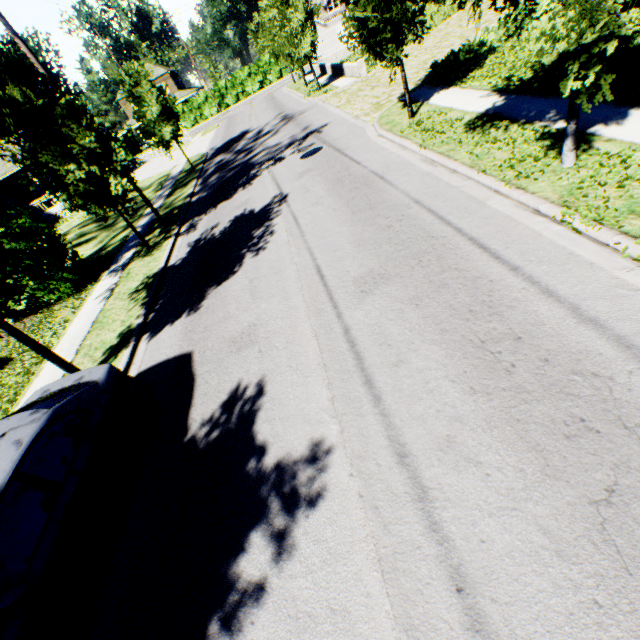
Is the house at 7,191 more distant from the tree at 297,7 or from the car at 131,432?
the car at 131,432

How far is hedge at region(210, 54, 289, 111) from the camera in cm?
4734

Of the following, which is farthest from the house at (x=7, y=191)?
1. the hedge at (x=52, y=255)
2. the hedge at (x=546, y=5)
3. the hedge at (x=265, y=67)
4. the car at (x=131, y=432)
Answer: the hedge at (x=546, y=5)

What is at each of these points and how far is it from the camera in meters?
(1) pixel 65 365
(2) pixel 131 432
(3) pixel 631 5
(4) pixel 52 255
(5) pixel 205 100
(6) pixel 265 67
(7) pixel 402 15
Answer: (1) tree, 7.1
(2) car, 5.1
(3) tree, 3.9
(4) hedge, 11.8
(5) hedge, 48.5
(6) hedge, 47.2
(7) tree, 9.2

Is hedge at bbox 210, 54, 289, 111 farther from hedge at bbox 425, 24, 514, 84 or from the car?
the car

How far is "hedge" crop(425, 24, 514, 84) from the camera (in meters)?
12.62

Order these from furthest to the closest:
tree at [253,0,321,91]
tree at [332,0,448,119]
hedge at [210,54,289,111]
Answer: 1. hedge at [210,54,289,111]
2. tree at [253,0,321,91]
3. tree at [332,0,448,119]

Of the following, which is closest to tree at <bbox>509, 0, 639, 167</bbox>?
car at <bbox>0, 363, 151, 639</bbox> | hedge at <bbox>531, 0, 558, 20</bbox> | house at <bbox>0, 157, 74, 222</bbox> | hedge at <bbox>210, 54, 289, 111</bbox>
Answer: car at <bbox>0, 363, 151, 639</bbox>
